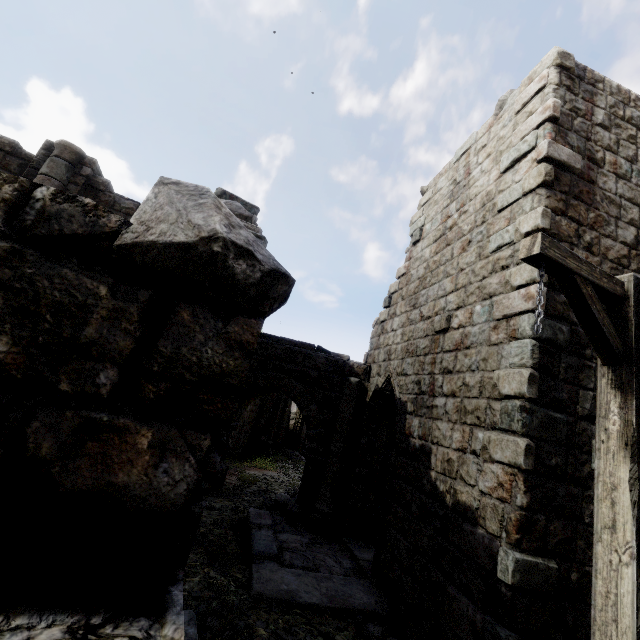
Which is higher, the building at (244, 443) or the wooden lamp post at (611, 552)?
the wooden lamp post at (611, 552)

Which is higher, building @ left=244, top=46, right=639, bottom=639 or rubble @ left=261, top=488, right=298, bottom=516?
building @ left=244, top=46, right=639, bottom=639

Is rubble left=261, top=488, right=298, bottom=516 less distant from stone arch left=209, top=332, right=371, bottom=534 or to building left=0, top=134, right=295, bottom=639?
stone arch left=209, top=332, right=371, bottom=534

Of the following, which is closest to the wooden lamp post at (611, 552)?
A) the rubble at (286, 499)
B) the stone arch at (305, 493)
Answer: the stone arch at (305, 493)

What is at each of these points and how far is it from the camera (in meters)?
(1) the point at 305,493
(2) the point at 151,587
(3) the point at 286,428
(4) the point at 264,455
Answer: (1) stone arch, 8.48
(2) building, 1.04
(3) building, 29.05
(4) wooden lamp post, 17.84

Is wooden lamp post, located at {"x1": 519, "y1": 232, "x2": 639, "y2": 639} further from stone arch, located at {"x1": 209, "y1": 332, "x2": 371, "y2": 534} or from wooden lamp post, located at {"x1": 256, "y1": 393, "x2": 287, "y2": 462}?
wooden lamp post, located at {"x1": 256, "y1": 393, "x2": 287, "y2": 462}

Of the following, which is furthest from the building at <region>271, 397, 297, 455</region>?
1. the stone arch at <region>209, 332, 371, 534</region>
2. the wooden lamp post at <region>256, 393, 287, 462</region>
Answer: the wooden lamp post at <region>256, 393, 287, 462</region>

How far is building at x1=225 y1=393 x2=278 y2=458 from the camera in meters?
18.1
